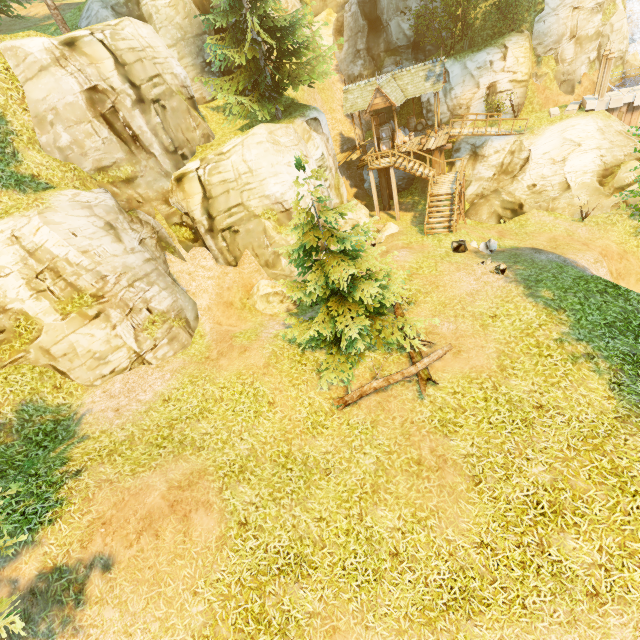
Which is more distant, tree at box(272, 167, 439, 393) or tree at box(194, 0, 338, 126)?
tree at box(194, 0, 338, 126)

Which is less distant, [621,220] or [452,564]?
[452,564]

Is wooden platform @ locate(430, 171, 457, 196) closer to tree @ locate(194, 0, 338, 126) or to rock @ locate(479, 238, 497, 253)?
rock @ locate(479, 238, 497, 253)

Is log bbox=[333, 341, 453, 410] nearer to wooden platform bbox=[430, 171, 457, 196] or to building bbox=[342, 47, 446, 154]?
wooden platform bbox=[430, 171, 457, 196]

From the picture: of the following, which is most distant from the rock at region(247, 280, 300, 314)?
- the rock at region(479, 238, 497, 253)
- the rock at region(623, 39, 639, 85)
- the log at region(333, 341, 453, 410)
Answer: the rock at region(623, 39, 639, 85)

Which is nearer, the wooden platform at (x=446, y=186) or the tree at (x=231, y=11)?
the tree at (x=231, y=11)

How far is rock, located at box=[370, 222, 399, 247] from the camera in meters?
19.8

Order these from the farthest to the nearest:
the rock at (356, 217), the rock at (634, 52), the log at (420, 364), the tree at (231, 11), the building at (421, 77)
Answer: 1. the rock at (634, 52)
2. the building at (421, 77)
3. the rock at (356, 217)
4. the tree at (231, 11)
5. the log at (420, 364)
